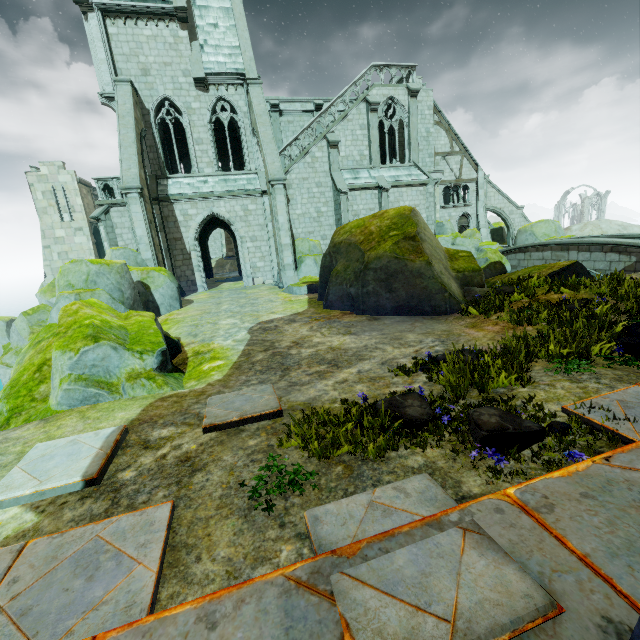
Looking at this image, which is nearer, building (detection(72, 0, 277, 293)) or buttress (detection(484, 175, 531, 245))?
building (detection(72, 0, 277, 293))

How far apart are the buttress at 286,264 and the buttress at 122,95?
5.9m

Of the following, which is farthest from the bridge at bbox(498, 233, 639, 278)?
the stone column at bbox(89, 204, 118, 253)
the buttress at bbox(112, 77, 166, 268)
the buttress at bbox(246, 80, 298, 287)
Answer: the stone column at bbox(89, 204, 118, 253)

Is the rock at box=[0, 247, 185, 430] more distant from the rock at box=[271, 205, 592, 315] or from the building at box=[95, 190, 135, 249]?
the rock at box=[271, 205, 592, 315]

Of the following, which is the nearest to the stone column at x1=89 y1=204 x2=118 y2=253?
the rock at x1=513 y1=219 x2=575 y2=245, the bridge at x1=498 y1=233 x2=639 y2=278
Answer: the bridge at x1=498 y1=233 x2=639 y2=278

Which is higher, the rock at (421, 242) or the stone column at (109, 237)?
the stone column at (109, 237)

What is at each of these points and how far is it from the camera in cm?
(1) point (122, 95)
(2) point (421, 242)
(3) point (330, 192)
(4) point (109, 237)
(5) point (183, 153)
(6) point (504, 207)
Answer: (1) buttress, 1669
(2) rock, 1036
(3) building, 2312
(4) stone column, 1950
(5) building, 2855
(6) buttress, 3100
